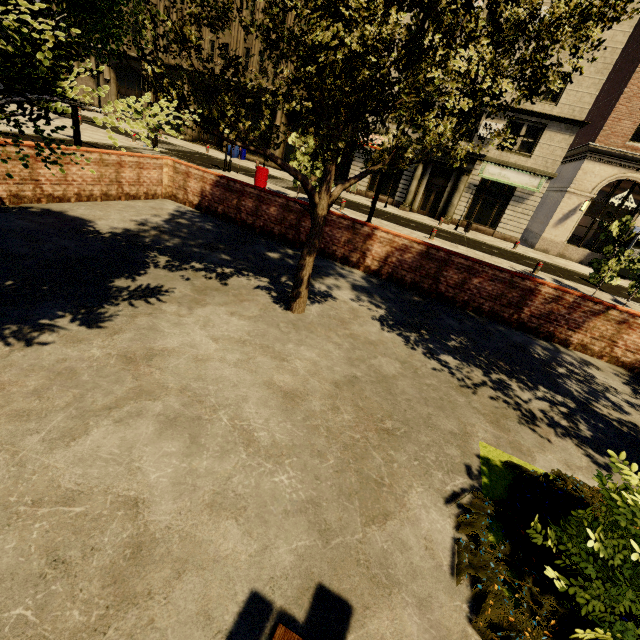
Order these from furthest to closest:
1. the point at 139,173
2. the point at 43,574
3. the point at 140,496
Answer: the point at 139,173 < the point at 140,496 < the point at 43,574

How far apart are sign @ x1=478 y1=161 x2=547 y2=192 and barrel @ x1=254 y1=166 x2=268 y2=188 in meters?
15.8 m

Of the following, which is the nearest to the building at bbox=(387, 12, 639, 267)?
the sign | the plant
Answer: the sign

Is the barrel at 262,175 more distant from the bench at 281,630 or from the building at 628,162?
the bench at 281,630

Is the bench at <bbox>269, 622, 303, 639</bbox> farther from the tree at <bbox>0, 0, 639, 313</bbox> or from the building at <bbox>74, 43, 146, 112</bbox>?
the building at <bbox>74, 43, 146, 112</bbox>

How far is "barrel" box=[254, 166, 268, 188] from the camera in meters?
15.5 m

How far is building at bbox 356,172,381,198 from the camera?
26.0 meters

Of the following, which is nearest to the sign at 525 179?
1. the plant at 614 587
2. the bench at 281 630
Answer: the plant at 614 587
